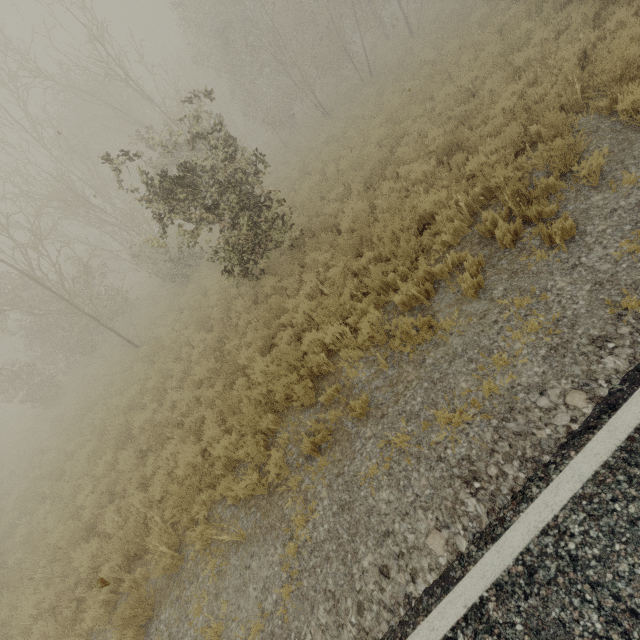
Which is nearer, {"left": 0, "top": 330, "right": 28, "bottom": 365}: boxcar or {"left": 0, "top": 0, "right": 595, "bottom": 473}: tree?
{"left": 0, "top": 0, "right": 595, "bottom": 473}: tree

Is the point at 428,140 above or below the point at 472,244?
above

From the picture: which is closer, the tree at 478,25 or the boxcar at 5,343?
the tree at 478,25
